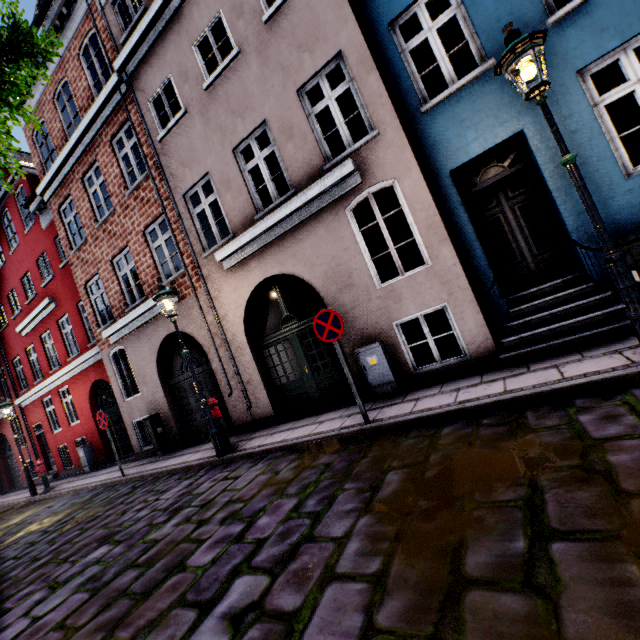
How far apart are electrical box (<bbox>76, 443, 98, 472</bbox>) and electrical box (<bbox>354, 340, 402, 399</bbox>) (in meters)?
13.19

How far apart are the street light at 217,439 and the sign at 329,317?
3.22m

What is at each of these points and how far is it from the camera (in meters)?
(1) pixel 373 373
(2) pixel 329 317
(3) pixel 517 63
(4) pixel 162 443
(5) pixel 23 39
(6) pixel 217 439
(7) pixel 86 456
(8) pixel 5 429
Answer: (1) electrical box, 6.35
(2) sign, 5.13
(3) street light, 3.44
(4) electrical box, 9.98
(5) tree, 4.02
(6) street light, 6.70
(7) electrical box, 13.15
(8) building, 18.20

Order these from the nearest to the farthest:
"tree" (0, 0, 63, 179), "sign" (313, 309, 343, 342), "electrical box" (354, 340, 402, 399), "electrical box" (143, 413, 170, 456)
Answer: "tree" (0, 0, 63, 179) → "sign" (313, 309, 343, 342) → "electrical box" (354, 340, 402, 399) → "electrical box" (143, 413, 170, 456)

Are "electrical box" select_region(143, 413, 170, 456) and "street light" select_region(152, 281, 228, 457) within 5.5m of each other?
yes

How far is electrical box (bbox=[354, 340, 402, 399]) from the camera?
6.2m

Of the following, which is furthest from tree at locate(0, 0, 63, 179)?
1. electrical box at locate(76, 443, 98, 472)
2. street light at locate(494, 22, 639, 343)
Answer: electrical box at locate(76, 443, 98, 472)

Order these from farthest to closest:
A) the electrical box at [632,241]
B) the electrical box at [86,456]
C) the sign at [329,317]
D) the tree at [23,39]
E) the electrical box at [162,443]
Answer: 1. the electrical box at [86,456]
2. the electrical box at [162,443]
3. the sign at [329,317]
4. the electrical box at [632,241]
5. the tree at [23,39]
